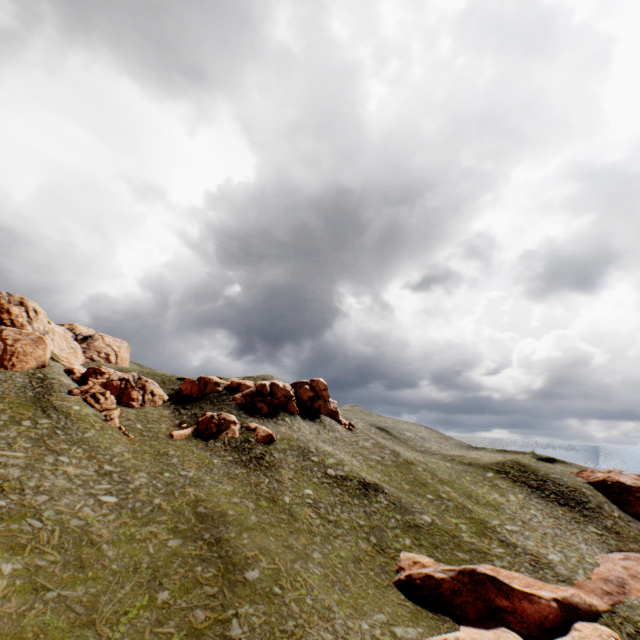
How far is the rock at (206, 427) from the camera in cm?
4611

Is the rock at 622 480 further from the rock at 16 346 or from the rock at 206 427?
the rock at 16 346

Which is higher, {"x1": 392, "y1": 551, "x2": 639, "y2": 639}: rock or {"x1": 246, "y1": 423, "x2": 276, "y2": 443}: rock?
{"x1": 246, "y1": 423, "x2": 276, "y2": 443}: rock

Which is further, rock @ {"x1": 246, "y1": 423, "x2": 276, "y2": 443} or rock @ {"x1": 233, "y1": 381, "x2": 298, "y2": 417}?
rock @ {"x1": 233, "y1": 381, "x2": 298, "y2": 417}

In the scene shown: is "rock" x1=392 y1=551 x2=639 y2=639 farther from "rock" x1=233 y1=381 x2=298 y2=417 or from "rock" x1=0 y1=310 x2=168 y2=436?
"rock" x1=0 y1=310 x2=168 y2=436

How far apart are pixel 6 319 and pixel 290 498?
63.4m

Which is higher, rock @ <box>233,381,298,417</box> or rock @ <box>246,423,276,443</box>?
rock @ <box>233,381,298,417</box>
